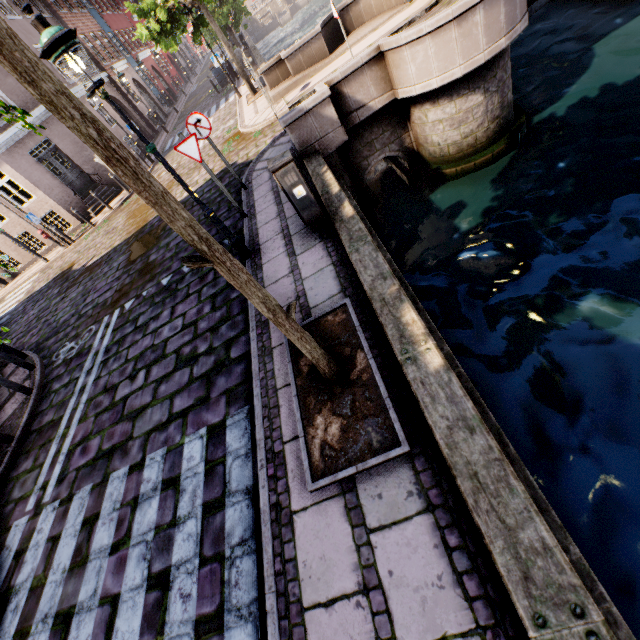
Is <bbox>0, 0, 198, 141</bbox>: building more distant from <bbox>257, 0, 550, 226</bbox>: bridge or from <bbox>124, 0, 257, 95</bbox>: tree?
<bbox>257, 0, 550, 226</bbox>: bridge

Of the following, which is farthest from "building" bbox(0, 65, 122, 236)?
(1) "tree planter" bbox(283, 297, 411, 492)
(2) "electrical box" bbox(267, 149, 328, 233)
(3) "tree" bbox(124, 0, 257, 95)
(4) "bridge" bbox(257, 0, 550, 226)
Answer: (4) "bridge" bbox(257, 0, 550, 226)

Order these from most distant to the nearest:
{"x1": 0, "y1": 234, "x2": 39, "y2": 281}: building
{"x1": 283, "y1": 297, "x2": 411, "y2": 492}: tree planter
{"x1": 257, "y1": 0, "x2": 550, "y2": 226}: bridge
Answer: {"x1": 0, "y1": 234, "x2": 39, "y2": 281}: building < {"x1": 257, "y1": 0, "x2": 550, "y2": 226}: bridge < {"x1": 283, "y1": 297, "x2": 411, "y2": 492}: tree planter

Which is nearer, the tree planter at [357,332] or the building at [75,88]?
the tree planter at [357,332]

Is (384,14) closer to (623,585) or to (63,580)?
(623,585)

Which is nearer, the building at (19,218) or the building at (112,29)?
the building at (19,218)
